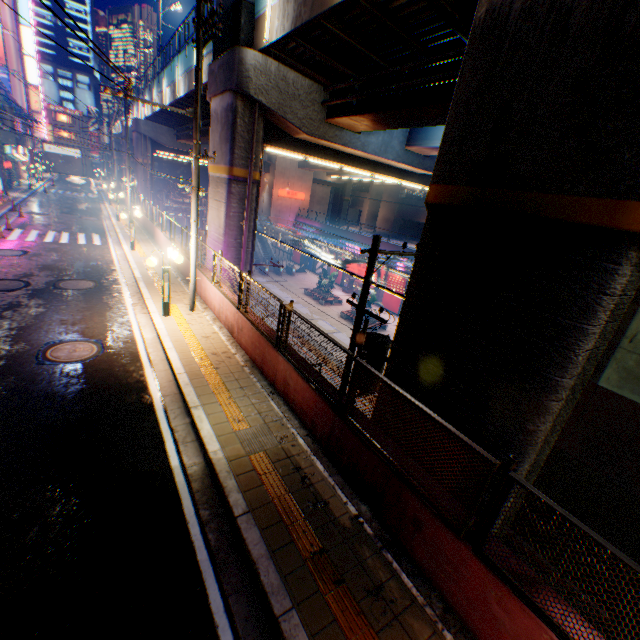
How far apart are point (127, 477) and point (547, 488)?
15.4m

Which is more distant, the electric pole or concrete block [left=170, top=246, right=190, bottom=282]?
concrete block [left=170, top=246, right=190, bottom=282]

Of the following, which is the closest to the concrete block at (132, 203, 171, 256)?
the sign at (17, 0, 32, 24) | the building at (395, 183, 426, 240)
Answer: the sign at (17, 0, 32, 24)

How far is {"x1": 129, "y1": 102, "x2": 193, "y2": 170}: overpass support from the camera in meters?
32.0 m

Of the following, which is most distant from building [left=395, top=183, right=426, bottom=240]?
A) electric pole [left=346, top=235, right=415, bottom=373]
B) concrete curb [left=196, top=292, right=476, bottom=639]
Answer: concrete curb [left=196, top=292, right=476, bottom=639]

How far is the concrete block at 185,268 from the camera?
14.10m

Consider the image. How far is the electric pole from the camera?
7.79m
